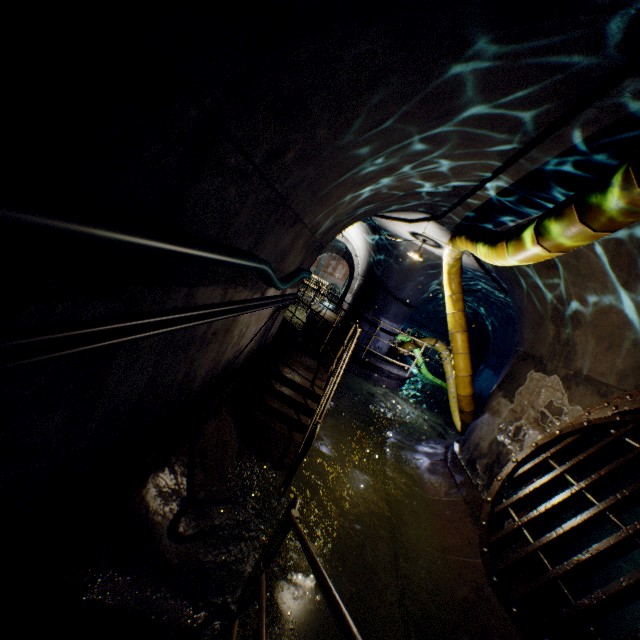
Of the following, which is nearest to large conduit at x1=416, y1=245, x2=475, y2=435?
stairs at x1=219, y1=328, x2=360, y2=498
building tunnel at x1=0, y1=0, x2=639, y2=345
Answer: building tunnel at x1=0, y1=0, x2=639, y2=345

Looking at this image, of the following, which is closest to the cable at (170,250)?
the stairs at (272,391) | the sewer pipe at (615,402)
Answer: the stairs at (272,391)

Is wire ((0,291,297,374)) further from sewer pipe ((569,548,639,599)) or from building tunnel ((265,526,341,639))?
sewer pipe ((569,548,639,599))

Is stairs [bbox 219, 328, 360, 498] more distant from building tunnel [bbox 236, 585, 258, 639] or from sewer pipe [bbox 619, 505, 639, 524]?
sewer pipe [bbox 619, 505, 639, 524]

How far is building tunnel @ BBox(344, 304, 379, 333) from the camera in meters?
11.6

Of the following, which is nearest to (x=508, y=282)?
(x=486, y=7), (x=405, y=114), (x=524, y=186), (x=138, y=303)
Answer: (x=524, y=186)

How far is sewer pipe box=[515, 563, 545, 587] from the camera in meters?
3.6 m

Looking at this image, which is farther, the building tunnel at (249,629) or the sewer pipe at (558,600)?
the sewer pipe at (558,600)
